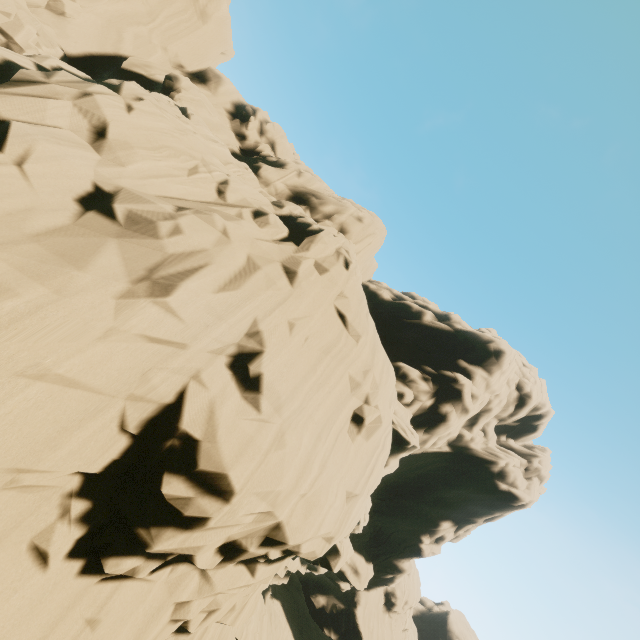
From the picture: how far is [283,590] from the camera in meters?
39.9
